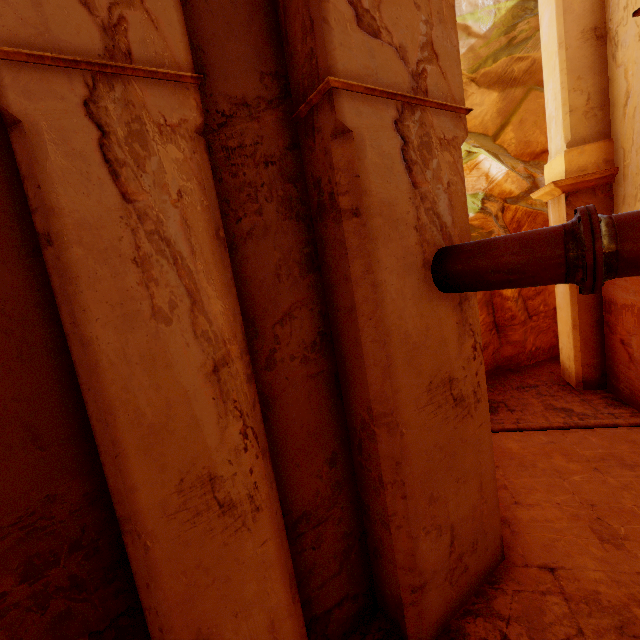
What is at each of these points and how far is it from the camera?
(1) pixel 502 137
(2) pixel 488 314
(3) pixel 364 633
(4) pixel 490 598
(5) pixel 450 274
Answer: (1) rock, 14.4 meters
(2) rock, 10.6 meters
(3) building, 3.8 meters
(4) building, 3.9 meters
(5) pipe, 3.3 meters

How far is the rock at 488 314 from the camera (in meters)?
10.60

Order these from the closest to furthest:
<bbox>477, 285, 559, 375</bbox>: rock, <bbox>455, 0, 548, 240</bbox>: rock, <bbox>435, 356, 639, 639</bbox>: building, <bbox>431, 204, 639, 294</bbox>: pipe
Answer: <bbox>431, 204, 639, 294</bbox>: pipe
<bbox>435, 356, 639, 639</bbox>: building
<bbox>477, 285, 559, 375</bbox>: rock
<bbox>455, 0, 548, 240</bbox>: rock

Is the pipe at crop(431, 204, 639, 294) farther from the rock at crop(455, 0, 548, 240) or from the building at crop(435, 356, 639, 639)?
the rock at crop(455, 0, 548, 240)

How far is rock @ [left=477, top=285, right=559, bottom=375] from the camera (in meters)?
10.60

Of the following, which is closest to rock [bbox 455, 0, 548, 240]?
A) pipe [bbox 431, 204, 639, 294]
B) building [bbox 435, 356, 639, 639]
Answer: building [bbox 435, 356, 639, 639]

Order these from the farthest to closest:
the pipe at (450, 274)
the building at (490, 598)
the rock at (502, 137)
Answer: the rock at (502, 137)
the building at (490, 598)
the pipe at (450, 274)
